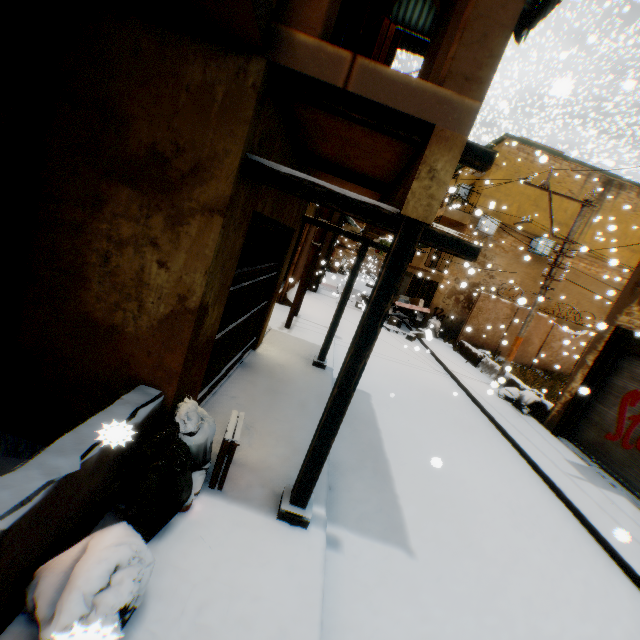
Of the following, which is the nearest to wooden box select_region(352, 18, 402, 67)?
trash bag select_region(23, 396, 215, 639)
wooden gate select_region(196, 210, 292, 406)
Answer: wooden gate select_region(196, 210, 292, 406)

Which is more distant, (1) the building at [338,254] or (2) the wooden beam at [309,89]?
(1) the building at [338,254]

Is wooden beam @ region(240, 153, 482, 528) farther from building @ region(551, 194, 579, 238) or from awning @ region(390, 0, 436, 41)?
awning @ region(390, 0, 436, 41)

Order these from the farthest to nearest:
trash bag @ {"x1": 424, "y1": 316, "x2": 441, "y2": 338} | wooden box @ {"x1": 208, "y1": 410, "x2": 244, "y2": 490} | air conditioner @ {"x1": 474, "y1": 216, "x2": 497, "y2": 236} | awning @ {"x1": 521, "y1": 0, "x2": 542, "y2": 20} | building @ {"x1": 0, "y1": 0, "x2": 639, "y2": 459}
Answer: air conditioner @ {"x1": 474, "y1": 216, "x2": 497, "y2": 236} < trash bag @ {"x1": 424, "y1": 316, "x2": 441, "y2": 338} < awning @ {"x1": 521, "y1": 0, "x2": 542, "y2": 20} < wooden box @ {"x1": 208, "y1": 410, "x2": 244, "y2": 490} < building @ {"x1": 0, "y1": 0, "x2": 639, "y2": 459}

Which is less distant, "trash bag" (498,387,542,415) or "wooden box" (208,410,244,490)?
"wooden box" (208,410,244,490)

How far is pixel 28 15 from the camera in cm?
226

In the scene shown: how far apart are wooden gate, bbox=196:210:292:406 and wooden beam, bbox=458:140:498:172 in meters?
0.6

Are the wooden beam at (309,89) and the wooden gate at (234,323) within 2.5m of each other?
yes
